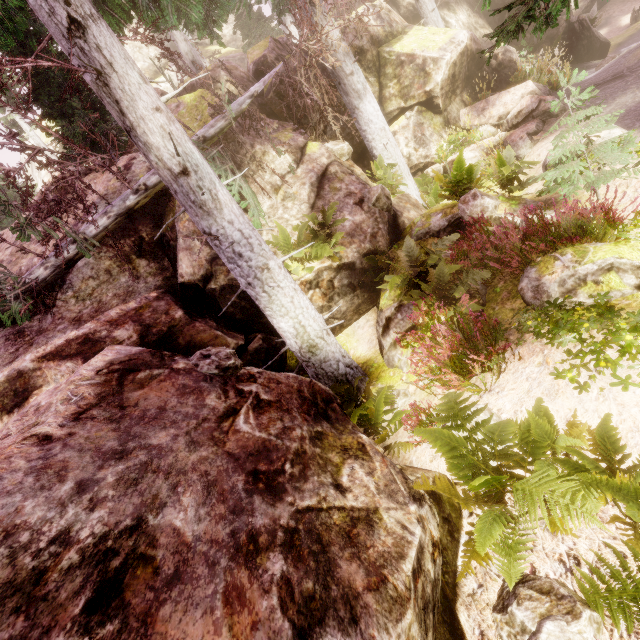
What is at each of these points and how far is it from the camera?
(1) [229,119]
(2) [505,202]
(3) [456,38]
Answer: (1) tree, 8.4m
(2) rock, 7.2m
(3) rock, 11.4m

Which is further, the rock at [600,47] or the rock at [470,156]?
the rock at [600,47]

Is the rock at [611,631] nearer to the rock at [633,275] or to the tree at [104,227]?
the tree at [104,227]

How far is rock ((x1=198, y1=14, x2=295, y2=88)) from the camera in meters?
12.4 m

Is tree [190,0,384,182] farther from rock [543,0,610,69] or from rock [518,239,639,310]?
rock [518,239,639,310]

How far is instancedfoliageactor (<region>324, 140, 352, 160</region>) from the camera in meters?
9.3

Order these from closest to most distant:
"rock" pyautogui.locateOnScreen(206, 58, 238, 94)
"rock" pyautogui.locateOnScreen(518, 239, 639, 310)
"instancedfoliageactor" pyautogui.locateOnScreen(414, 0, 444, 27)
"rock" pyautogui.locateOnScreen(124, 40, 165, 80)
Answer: "rock" pyautogui.locateOnScreen(518, 239, 639, 310) < "rock" pyautogui.locateOnScreen(206, 58, 238, 94) < "instancedfoliageactor" pyautogui.locateOnScreen(414, 0, 444, 27) < "rock" pyautogui.locateOnScreen(124, 40, 165, 80)
